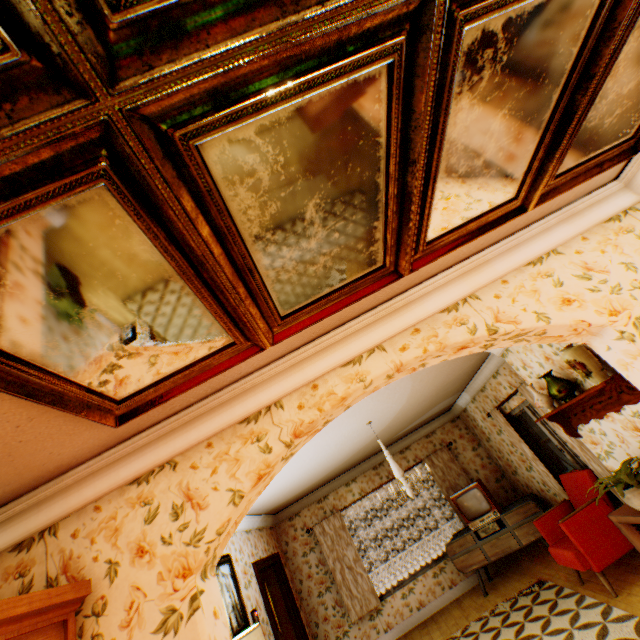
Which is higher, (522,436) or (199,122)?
(199,122)

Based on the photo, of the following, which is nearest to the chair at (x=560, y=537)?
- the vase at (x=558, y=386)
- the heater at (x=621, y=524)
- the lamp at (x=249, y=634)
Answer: the heater at (x=621, y=524)

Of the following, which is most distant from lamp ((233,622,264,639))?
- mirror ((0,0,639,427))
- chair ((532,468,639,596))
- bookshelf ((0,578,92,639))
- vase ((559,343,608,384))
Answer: vase ((559,343,608,384))

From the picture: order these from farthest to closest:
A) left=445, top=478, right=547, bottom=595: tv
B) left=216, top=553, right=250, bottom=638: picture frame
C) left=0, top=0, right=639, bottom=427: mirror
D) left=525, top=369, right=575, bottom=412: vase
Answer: left=445, top=478, right=547, bottom=595: tv, left=216, top=553, right=250, bottom=638: picture frame, left=525, top=369, right=575, bottom=412: vase, left=0, top=0, right=639, bottom=427: mirror

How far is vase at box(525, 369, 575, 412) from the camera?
3.7m

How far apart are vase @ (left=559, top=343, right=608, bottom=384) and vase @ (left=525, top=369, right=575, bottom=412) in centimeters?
37cm

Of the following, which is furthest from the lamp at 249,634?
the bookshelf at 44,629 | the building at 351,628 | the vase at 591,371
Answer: the vase at 591,371

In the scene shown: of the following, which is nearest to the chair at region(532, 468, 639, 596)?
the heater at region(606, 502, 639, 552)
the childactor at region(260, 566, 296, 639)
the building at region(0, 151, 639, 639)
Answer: the building at region(0, 151, 639, 639)
